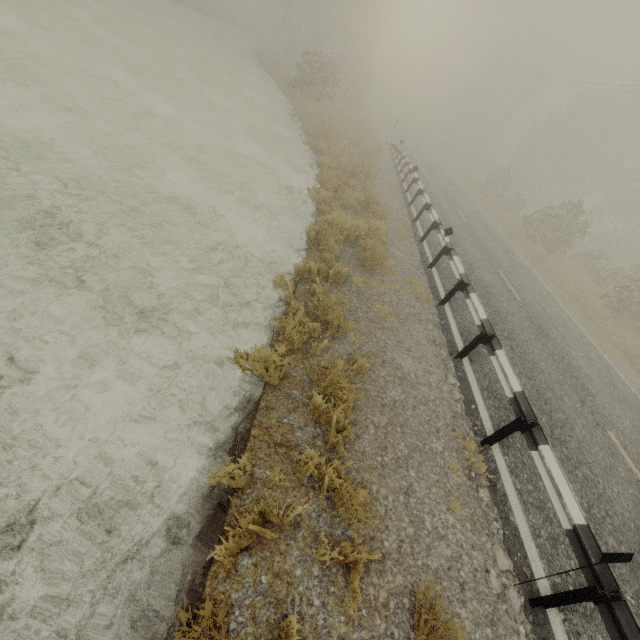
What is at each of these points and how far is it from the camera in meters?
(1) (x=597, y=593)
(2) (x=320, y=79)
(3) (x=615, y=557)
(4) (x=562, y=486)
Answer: (1) guardrail, 3.2 m
(2) tree, 24.1 m
(3) road marker, 3.0 m
(4) guardrail, 4.1 m

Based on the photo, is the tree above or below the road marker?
above

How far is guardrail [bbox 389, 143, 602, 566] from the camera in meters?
3.8

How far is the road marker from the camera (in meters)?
2.97

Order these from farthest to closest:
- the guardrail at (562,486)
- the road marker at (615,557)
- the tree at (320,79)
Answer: the tree at (320,79), the guardrail at (562,486), the road marker at (615,557)

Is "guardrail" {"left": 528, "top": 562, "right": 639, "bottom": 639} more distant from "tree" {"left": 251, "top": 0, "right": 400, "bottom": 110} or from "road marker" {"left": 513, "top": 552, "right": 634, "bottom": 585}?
"tree" {"left": 251, "top": 0, "right": 400, "bottom": 110}

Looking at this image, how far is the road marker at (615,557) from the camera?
3.0 meters

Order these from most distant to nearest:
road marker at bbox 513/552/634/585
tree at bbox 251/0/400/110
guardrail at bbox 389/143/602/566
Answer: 1. tree at bbox 251/0/400/110
2. guardrail at bbox 389/143/602/566
3. road marker at bbox 513/552/634/585
